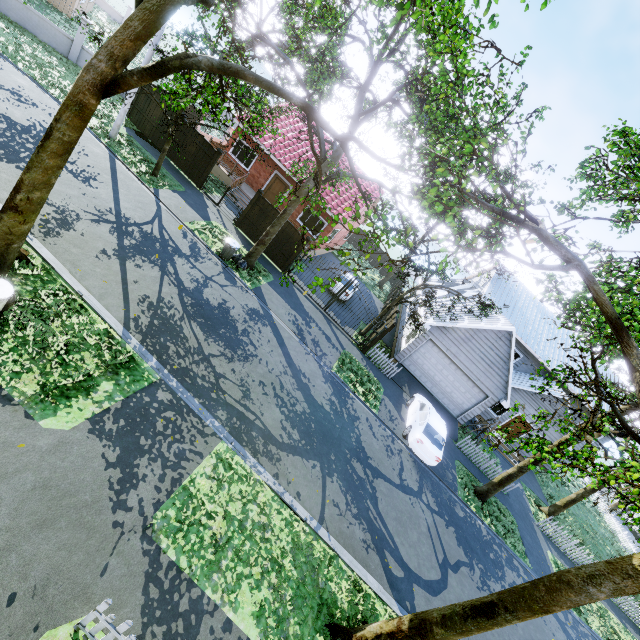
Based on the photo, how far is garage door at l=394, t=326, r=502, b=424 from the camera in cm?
1916

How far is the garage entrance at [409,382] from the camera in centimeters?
1911cm

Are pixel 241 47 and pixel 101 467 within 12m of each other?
no

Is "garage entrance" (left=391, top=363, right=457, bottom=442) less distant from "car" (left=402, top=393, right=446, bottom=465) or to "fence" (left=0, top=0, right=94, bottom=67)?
"car" (left=402, top=393, right=446, bottom=465)

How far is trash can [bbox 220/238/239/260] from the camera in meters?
14.9

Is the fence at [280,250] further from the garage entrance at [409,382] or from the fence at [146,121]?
the garage entrance at [409,382]

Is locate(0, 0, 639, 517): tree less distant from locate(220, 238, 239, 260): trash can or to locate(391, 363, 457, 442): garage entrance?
locate(220, 238, 239, 260): trash can

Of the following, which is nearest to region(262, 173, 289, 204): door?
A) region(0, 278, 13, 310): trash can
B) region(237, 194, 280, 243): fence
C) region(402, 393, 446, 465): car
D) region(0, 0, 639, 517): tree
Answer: region(0, 0, 639, 517): tree
